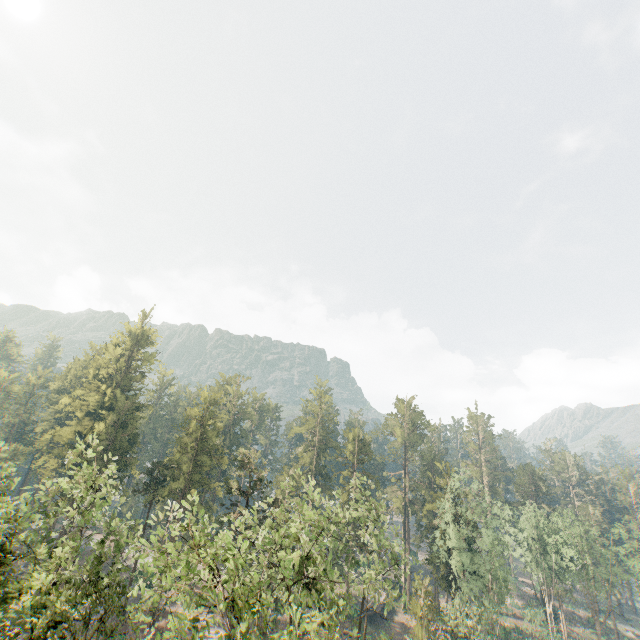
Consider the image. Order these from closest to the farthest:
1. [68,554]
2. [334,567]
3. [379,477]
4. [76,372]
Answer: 1. [68,554]
2. [334,567]
3. [379,477]
4. [76,372]
